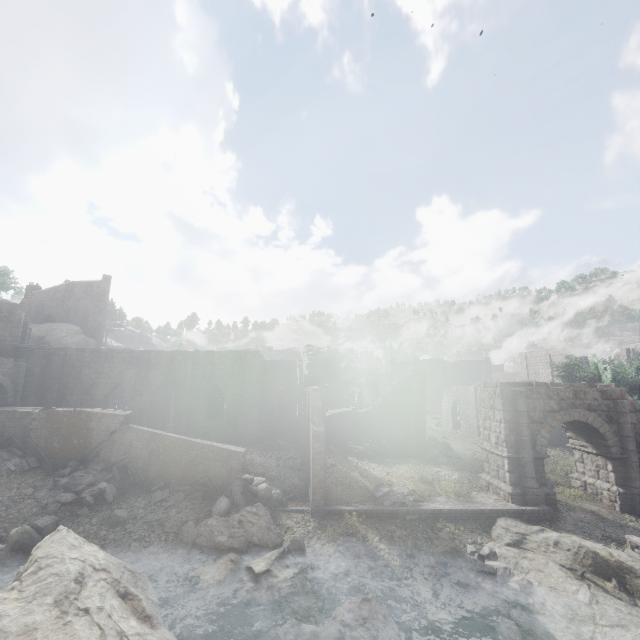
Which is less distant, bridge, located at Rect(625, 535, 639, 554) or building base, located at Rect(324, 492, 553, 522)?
bridge, located at Rect(625, 535, 639, 554)

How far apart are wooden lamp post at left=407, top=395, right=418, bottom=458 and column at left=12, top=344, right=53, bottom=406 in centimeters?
2802cm

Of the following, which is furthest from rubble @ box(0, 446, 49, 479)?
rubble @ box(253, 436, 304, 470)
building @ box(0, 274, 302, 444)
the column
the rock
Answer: the rock

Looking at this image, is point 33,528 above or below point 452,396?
below

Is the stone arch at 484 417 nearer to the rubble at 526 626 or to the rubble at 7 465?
the rubble at 526 626

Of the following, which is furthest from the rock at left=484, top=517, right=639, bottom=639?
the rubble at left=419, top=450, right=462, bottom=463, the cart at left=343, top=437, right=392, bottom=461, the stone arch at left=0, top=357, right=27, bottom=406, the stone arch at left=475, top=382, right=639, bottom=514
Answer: the stone arch at left=0, top=357, right=27, bottom=406

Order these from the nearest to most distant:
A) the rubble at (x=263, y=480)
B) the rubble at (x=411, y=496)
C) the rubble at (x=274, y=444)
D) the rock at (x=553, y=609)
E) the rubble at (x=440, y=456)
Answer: the rock at (x=553, y=609), the rubble at (x=263, y=480), the rubble at (x=411, y=496), the rubble at (x=274, y=444), the rubble at (x=440, y=456)

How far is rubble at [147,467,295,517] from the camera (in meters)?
14.41
